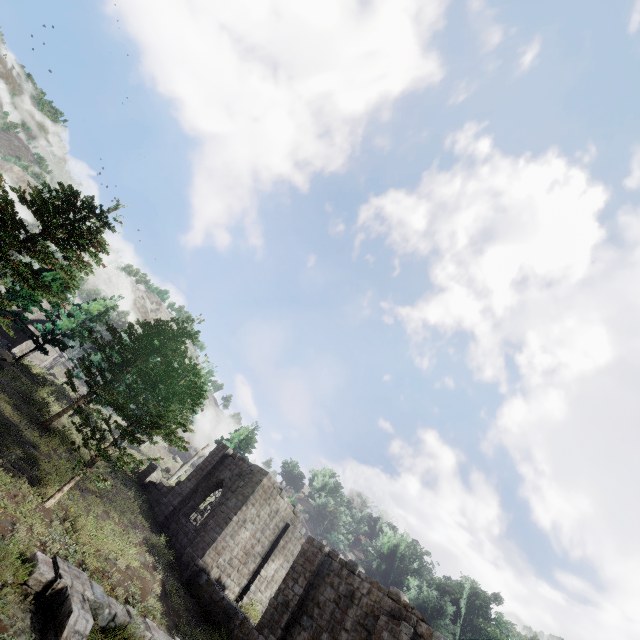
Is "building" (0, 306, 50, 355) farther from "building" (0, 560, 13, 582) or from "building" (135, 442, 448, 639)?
"building" (0, 560, 13, 582)

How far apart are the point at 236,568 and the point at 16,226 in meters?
22.7

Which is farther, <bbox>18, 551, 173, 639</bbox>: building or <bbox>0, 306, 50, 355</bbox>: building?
<bbox>0, 306, 50, 355</bbox>: building

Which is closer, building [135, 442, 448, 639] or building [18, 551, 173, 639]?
building [18, 551, 173, 639]

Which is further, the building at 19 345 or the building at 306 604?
the building at 19 345

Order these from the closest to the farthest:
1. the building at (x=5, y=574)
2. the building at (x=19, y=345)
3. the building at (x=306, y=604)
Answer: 1. the building at (x=5, y=574)
2. the building at (x=306, y=604)
3. the building at (x=19, y=345)

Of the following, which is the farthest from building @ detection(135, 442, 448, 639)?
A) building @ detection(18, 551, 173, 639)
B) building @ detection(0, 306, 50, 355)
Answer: building @ detection(0, 306, 50, 355)

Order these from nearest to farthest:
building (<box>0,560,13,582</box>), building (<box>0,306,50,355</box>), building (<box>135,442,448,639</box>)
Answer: building (<box>0,560,13,582</box>) → building (<box>135,442,448,639</box>) → building (<box>0,306,50,355</box>)
